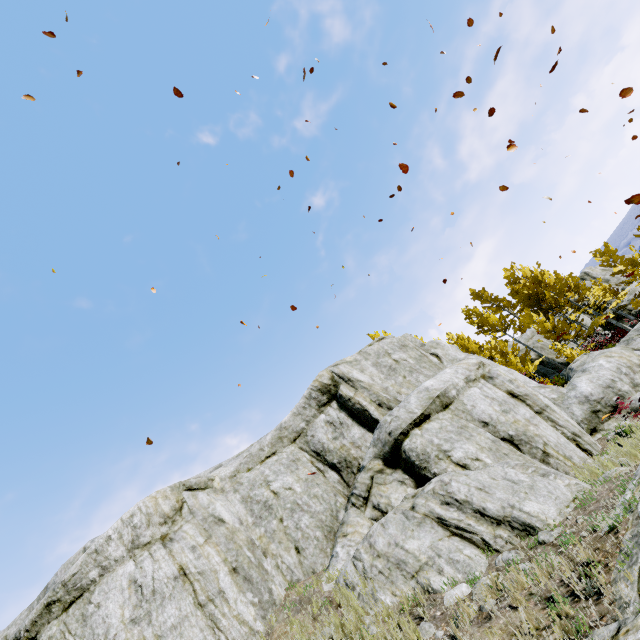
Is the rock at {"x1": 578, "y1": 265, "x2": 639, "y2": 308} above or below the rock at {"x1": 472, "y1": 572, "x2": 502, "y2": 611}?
above

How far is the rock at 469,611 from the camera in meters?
4.7 m

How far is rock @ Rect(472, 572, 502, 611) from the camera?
4.78m

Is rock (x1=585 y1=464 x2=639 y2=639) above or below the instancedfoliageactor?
below

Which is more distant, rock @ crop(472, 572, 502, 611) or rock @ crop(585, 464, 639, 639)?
rock @ crop(472, 572, 502, 611)

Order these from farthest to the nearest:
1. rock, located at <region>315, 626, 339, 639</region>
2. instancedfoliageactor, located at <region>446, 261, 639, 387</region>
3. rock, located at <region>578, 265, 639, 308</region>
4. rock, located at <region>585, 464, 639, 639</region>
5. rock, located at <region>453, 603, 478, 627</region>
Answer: rock, located at <region>578, 265, 639, 308</region>
instancedfoliageactor, located at <region>446, 261, 639, 387</region>
rock, located at <region>315, 626, 339, 639</region>
rock, located at <region>453, 603, 478, 627</region>
rock, located at <region>585, 464, 639, 639</region>

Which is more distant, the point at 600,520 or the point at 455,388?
the point at 455,388
